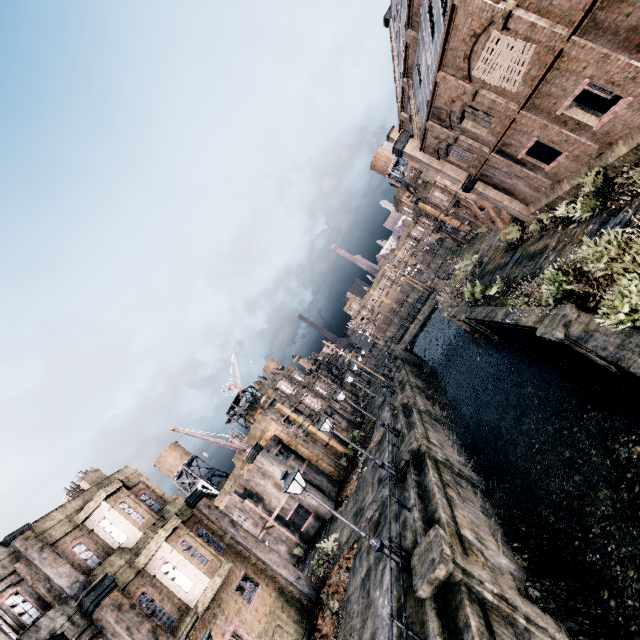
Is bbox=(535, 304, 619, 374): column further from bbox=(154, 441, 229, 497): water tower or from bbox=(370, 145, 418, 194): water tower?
bbox=(154, 441, 229, 497): water tower

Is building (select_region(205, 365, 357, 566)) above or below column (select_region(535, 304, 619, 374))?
above

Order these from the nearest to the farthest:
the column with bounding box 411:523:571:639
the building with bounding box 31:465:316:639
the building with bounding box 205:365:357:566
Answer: the column with bounding box 411:523:571:639 < the building with bounding box 31:465:316:639 < the building with bounding box 205:365:357:566

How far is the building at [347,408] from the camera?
48.72m

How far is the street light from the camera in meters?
11.8

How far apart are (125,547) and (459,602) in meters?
15.3 m

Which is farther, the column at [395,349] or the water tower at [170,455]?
the column at [395,349]

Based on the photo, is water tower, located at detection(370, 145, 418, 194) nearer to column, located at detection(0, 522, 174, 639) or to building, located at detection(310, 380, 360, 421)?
building, located at detection(310, 380, 360, 421)
